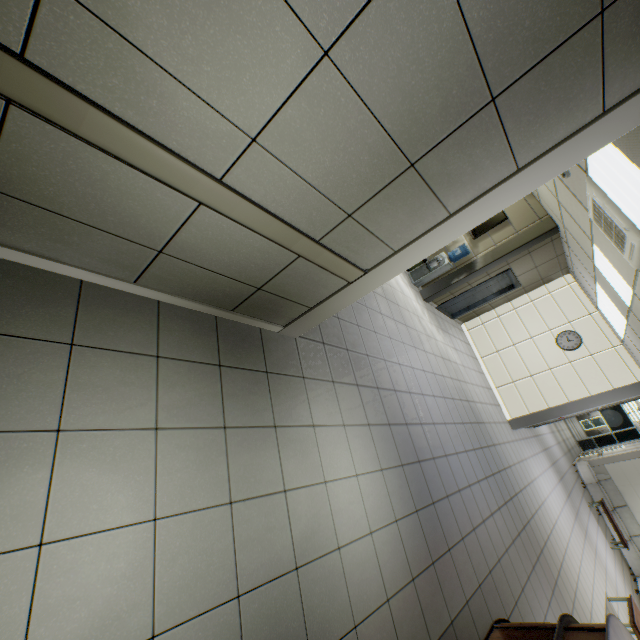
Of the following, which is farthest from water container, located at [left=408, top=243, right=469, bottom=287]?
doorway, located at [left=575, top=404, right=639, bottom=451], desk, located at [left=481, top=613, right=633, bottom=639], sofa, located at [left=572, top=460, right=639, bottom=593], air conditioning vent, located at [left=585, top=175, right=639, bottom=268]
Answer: doorway, located at [left=575, top=404, right=639, bottom=451]

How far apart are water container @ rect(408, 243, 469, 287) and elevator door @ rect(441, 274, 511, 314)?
1.07m

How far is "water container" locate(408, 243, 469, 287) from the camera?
7.9m

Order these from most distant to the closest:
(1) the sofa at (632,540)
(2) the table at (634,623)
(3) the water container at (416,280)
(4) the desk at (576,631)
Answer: (1) the sofa at (632,540) → (3) the water container at (416,280) → (2) the table at (634,623) → (4) the desk at (576,631)

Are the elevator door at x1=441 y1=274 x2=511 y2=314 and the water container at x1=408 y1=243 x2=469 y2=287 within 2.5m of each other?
yes

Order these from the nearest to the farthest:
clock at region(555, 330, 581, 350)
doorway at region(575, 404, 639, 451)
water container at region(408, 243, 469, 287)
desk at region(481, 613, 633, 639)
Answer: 1. desk at region(481, 613, 633, 639)
2. water container at region(408, 243, 469, 287)
3. clock at region(555, 330, 581, 350)
4. doorway at region(575, 404, 639, 451)

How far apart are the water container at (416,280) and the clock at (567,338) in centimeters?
374cm

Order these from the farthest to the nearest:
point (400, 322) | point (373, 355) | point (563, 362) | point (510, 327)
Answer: point (510, 327) < point (563, 362) < point (400, 322) < point (373, 355)
